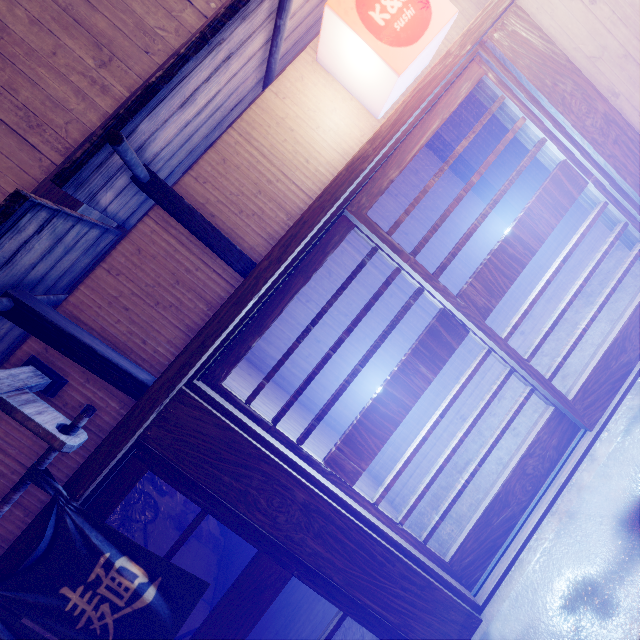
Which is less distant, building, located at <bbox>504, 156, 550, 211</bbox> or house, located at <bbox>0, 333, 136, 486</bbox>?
house, located at <bbox>0, 333, 136, 486</bbox>

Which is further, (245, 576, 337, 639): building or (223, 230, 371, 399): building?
(223, 230, 371, 399): building

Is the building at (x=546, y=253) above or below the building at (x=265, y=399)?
below

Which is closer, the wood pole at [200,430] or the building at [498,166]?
the wood pole at [200,430]

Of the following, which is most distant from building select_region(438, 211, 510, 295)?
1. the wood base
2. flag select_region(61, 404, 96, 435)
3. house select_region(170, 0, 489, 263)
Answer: flag select_region(61, 404, 96, 435)

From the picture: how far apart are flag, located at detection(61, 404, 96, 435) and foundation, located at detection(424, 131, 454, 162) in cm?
1337

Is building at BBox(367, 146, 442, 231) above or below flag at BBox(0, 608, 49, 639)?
below

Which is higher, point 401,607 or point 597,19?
point 597,19
